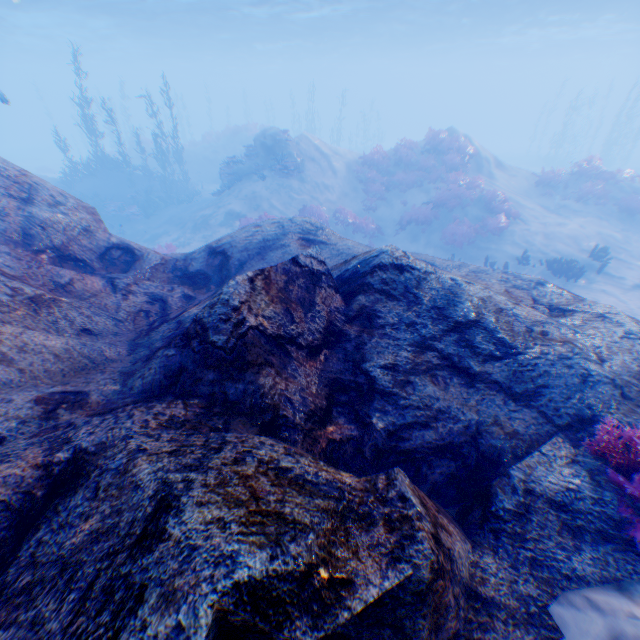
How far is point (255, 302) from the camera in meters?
3.5

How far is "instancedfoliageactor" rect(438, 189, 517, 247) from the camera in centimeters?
1540cm

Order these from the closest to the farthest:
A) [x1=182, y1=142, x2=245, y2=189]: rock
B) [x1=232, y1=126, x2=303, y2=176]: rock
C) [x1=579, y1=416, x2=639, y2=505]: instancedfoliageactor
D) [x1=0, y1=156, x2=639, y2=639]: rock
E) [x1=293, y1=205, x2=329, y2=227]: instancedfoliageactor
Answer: [x1=0, y1=156, x2=639, y2=639]: rock, [x1=579, y1=416, x2=639, y2=505]: instancedfoliageactor, [x1=293, y1=205, x2=329, y2=227]: instancedfoliageactor, [x1=232, y1=126, x2=303, y2=176]: rock, [x1=182, y1=142, x2=245, y2=189]: rock

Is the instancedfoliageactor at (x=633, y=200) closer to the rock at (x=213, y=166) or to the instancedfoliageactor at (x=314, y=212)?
the instancedfoliageactor at (x=314, y=212)

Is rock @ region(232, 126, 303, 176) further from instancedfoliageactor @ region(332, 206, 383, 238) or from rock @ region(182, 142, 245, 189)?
rock @ region(182, 142, 245, 189)

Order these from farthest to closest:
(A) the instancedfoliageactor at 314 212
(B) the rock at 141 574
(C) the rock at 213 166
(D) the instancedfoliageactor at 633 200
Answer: (C) the rock at 213 166 → (A) the instancedfoliageactor at 314 212 → (D) the instancedfoliageactor at 633 200 → (B) the rock at 141 574

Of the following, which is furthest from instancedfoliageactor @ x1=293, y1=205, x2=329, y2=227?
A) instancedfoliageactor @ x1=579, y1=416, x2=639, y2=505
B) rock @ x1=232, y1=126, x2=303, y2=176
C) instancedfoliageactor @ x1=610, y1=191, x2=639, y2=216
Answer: instancedfoliageactor @ x1=579, y1=416, x2=639, y2=505

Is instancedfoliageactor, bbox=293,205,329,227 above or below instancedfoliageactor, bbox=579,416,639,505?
below
